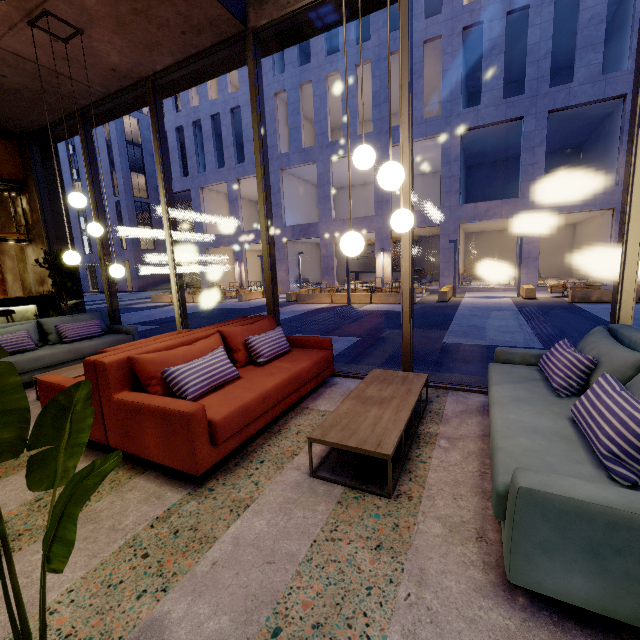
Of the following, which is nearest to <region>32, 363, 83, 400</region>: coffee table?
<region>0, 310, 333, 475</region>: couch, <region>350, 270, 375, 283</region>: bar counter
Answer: <region>0, 310, 333, 475</region>: couch

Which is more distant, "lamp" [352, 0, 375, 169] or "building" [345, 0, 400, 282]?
"building" [345, 0, 400, 282]

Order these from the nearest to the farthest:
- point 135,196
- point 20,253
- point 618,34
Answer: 1. point 20,253
2. point 618,34
3. point 135,196

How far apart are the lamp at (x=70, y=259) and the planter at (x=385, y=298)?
12.1m

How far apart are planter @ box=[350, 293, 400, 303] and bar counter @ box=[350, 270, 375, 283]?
11.7m

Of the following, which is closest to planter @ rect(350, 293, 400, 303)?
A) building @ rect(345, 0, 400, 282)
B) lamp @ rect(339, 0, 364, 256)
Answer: building @ rect(345, 0, 400, 282)

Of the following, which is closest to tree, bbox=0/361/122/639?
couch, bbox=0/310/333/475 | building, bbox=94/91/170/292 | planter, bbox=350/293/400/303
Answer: couch, bbox=0/310/333/475

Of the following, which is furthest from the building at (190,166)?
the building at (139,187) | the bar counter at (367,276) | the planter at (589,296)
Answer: the building at (139,187)
